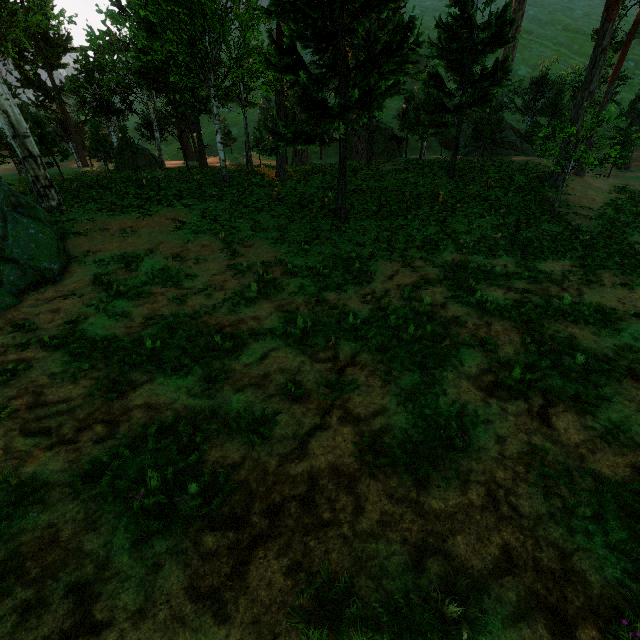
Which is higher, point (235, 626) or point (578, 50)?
point (578, 50)
